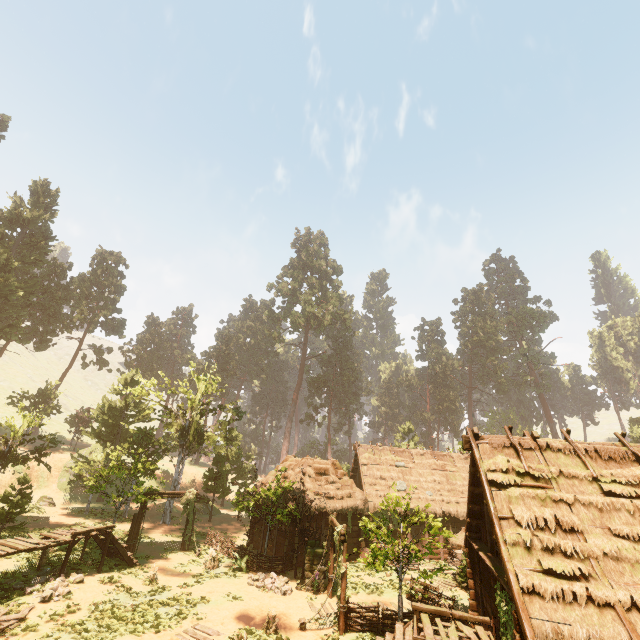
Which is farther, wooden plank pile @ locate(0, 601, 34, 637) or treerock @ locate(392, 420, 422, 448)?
treerock @ locate(392, 420, 422, 448)

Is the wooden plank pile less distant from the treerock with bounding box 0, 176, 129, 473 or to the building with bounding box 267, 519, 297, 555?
the building with bounding box 267, 519, 297, 555

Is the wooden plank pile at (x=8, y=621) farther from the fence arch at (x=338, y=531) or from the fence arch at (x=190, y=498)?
the fence arch at (x=338, y=531)

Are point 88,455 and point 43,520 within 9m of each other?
yes

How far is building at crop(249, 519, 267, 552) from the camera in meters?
23.3

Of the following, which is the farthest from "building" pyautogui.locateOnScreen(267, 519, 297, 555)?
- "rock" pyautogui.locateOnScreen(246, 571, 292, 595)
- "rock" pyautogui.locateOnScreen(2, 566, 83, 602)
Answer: "rock" pyautogui.locateOnScreen(246, 571, 292, 595)

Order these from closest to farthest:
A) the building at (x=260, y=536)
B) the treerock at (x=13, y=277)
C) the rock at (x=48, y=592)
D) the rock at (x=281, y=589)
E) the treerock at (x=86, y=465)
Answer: the rock at (x=48, y=592)
the rock at (x=281, y=589)
the treerock at (x=86, y=465)
the building at (x=260, y=536)
the treerock at (x=13, y=277)

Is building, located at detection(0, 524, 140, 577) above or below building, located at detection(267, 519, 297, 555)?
above
